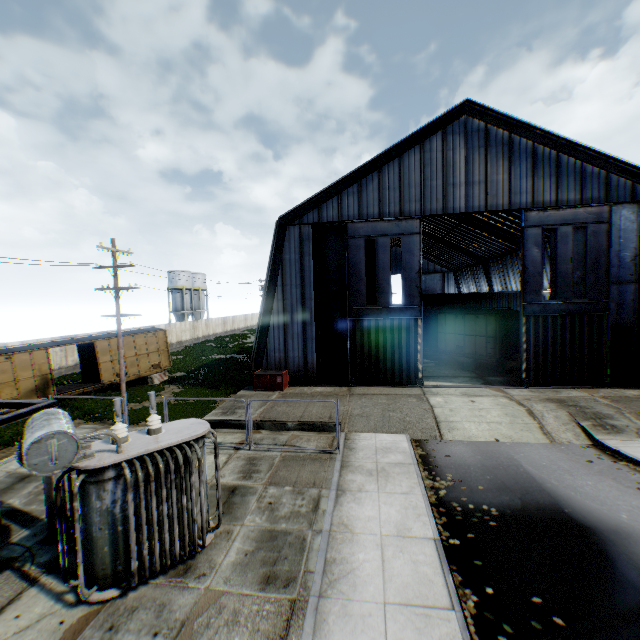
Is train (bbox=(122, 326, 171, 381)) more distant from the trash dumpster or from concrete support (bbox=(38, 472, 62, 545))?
concrete support (bbox=(38, 472, 62, 545))

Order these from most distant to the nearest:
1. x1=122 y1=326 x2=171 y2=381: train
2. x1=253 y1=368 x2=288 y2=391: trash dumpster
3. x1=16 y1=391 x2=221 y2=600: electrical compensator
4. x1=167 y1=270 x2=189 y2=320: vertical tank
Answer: x1=167 y1=270 x2=189 y2=320: vertical tank → x1=122 y1=326 x2=171 y2=381: train → x1=253 y1=368 x2=288 y2=391: trash dumpster → x1=16 y1=391 x2=221 y2=600: electrical compensator

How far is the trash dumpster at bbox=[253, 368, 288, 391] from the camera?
19.9m

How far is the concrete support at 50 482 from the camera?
8.33m

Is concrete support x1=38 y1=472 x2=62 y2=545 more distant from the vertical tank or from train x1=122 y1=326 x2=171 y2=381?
the vertical tank

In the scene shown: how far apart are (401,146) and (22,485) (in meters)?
23.94

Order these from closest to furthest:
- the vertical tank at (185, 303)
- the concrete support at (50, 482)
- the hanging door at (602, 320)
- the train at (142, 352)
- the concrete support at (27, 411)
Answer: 1. the concrete support at (27, 411)
2. the concrete support at (50, 482)
3. the hanging door at (602, 320)
4. the train at (142, 352)
5. the vertical tank at (185, 303)

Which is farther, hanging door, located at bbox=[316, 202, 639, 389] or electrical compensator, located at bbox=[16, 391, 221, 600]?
hanging door, located at bbox=[316, 202, 639, 389]
